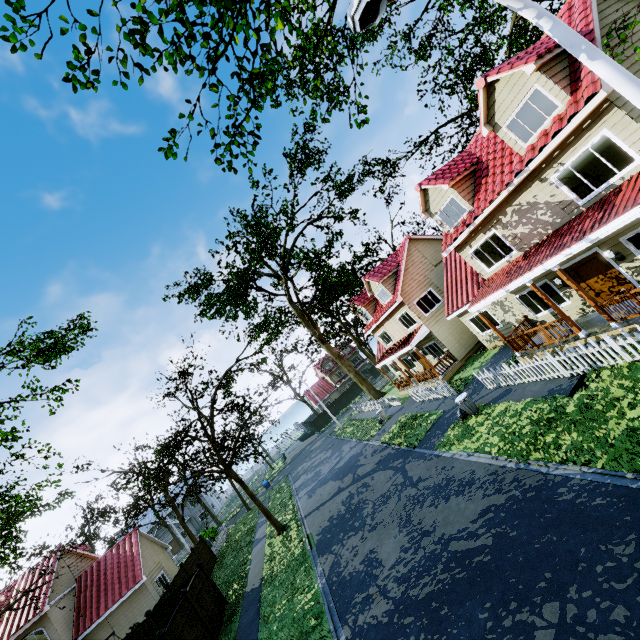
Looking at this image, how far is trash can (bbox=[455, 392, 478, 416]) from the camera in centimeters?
1407cm

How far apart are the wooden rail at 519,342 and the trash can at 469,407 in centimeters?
312cm

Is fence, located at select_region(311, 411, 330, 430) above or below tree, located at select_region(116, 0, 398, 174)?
below

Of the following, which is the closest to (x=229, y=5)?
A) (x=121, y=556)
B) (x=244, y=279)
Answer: (x=244, y=279)

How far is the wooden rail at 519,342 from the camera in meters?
14.0

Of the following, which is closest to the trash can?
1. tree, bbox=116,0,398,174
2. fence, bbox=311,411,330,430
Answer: fence, bbox=311,411,330,430

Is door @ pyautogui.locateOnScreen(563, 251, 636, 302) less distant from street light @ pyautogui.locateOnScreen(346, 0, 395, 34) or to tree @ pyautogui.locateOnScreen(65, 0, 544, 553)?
tree @ pyautogui.locateOnScreen(65, 0, 544, 553)

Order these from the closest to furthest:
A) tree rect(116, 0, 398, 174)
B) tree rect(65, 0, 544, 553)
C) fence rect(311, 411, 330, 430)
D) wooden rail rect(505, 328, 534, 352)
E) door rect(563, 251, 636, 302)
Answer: tree rect(116, 0, 398, 174) < door rect(563, 251, 636, 302) < wooden rail rect(505, 328, 534, 352) < tree rect(65, 0, 544, 553) < fence rect(311, 411, 330, 430)
